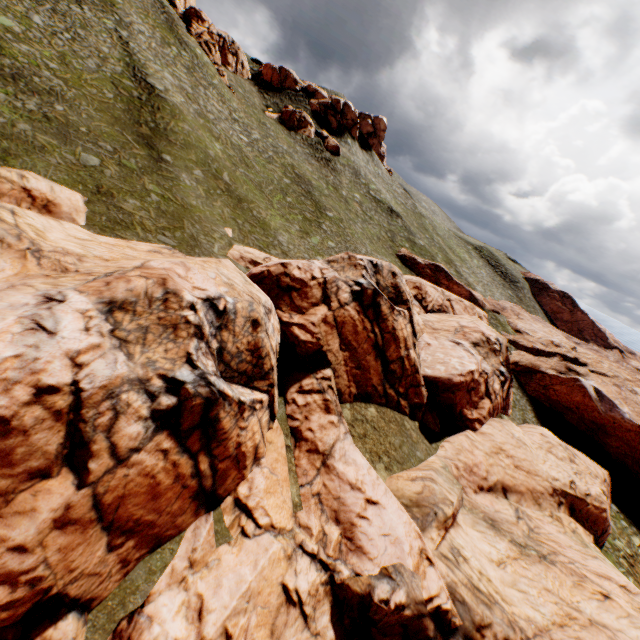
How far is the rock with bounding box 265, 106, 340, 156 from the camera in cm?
5625

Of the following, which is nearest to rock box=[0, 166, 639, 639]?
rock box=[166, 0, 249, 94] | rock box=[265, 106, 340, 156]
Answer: rock box=[265, 106, 340, 156]

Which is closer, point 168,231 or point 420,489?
point 420,489

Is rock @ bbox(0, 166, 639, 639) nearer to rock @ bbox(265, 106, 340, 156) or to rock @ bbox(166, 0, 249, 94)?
rock @ bbox(265, 106, 340, 156)

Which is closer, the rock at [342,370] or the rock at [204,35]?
the rock at [342,370]

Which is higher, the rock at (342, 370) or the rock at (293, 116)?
the rock at (293, 116)

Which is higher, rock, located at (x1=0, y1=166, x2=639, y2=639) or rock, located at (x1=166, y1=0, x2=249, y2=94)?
rock, located at (x1=166, y1=0, x2=249, y2=94)
